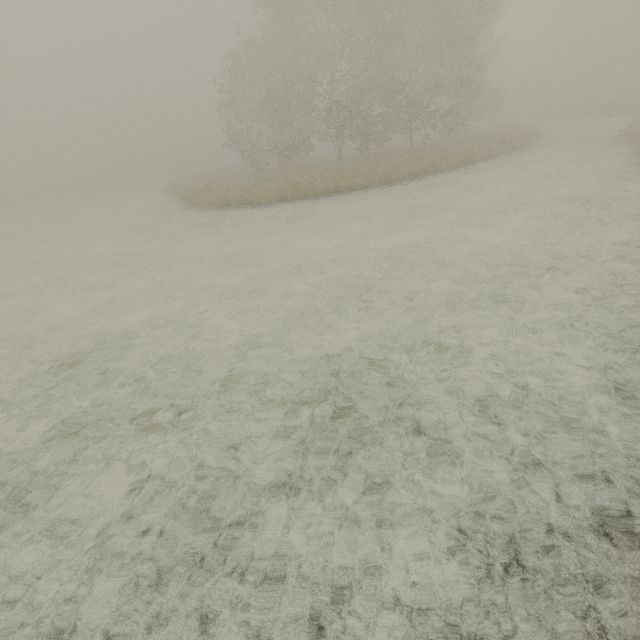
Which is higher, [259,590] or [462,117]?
[462,117]
